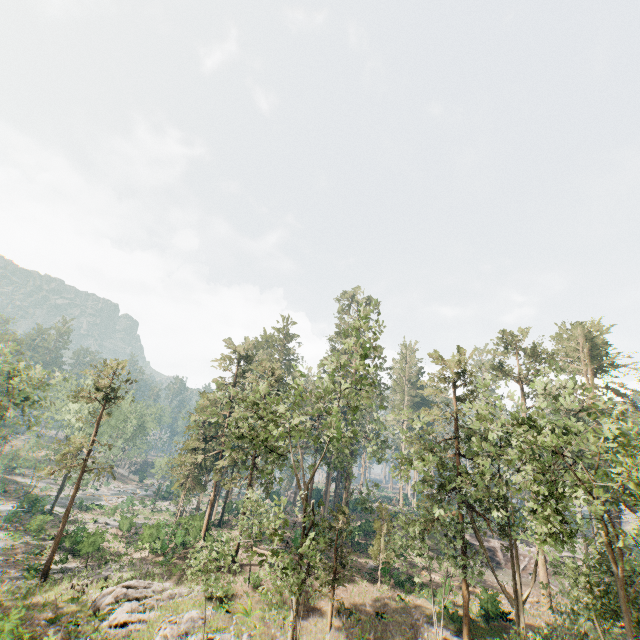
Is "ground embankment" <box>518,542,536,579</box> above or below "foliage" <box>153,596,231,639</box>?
above

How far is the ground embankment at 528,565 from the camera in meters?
40.6 m

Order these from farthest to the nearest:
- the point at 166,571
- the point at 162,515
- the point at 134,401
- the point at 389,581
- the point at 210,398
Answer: the point at 162,515, the point at 134,401, the point at 389,581, the point at 166,571, the point at 210,398

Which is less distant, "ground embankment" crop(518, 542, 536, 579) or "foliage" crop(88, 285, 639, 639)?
"foliage" crop(88, 285, 639, 639)

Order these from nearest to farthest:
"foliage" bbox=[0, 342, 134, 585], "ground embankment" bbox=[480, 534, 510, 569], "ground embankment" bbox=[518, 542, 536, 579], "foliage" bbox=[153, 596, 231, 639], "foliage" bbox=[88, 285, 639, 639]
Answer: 1. "foliage" bbox=[88, 285, 639, 639]
2. "foliage" bbox=[153, 596, 231, 639]
3. "foliage" bbox=[0, 342, 134, 585]
4. "ground embankment" bbox=[518, 542, 536, 579]
5. "ground embankment" bbox=[480, 534, 510, 569]

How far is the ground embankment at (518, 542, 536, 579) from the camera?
40.56m
